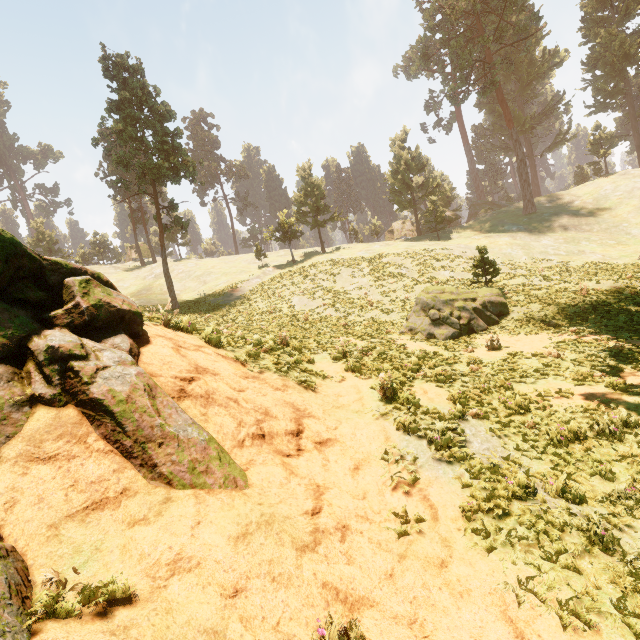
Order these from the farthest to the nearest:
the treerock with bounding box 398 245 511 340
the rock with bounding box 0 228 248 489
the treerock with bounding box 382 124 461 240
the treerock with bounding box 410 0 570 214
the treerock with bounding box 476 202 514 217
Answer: the treerock with bounding box 476 202 514 217 → the treerock with bounding box 382 124 461 240 → the treerock with bounding box 410 0 570 214 → the treerock with bounding box 398 245 511 340 → the rock with bounding box 0 228 248 489

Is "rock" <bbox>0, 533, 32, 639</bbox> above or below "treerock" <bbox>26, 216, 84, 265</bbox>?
below

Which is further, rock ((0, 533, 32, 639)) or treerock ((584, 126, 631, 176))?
treerock ((584, 126, 631, 176))

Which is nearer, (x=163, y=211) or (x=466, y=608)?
(x=466, y=608)

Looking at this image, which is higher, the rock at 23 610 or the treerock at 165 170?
the treerock at 165 170

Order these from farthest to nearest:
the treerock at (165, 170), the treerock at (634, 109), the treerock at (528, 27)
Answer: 1. the treerock at (634, 109)
2. the treerock at (528, 27)
3. the treerock at (165, 170)

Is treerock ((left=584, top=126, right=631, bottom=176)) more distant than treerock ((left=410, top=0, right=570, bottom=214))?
Yes
